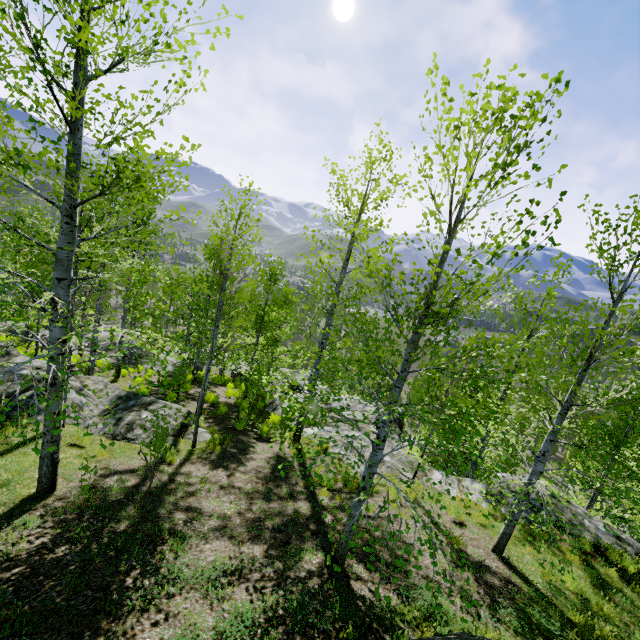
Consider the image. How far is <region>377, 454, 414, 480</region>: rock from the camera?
11.05m

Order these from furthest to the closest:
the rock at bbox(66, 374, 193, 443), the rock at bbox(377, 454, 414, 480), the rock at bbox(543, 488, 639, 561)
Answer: the rock at bbox(377, 454, 414, 480), the rock at bbox(66, 374, 193, 443), the rock at bbox(543, 488, 639, 561)

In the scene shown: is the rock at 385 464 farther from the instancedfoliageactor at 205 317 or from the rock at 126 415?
the rock at 126 415

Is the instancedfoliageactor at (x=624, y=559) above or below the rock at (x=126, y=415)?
above

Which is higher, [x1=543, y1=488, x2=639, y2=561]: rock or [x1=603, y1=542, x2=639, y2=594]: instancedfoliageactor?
[x1=603, y1=542, x2=639, y2=594]: instancedfoliageactor

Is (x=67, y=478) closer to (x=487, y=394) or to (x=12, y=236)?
(x=487, y=394)

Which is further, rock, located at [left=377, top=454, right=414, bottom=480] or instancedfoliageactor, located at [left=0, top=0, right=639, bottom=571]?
rock, located at [left=377, top=454, right=414, bottom=480]

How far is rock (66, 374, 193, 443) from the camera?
9.7 meters
